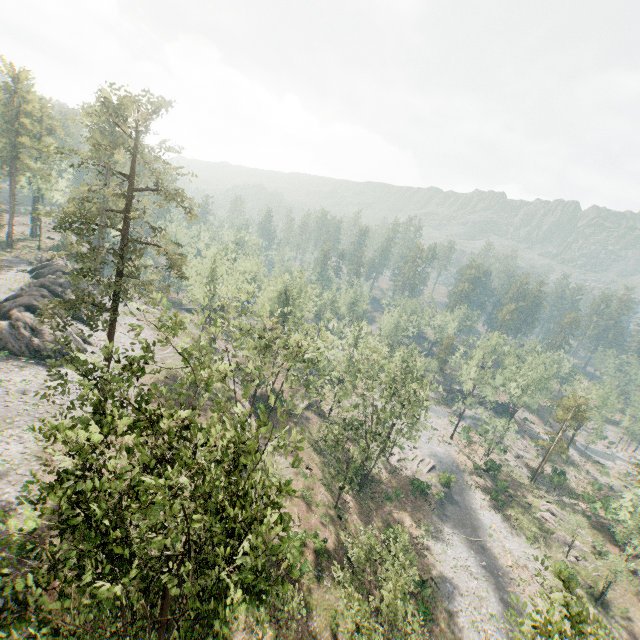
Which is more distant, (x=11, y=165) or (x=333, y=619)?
(x=11, y=165)

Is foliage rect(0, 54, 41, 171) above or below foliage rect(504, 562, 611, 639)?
above

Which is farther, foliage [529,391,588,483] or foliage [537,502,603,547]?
foliage [529,391,588,483]

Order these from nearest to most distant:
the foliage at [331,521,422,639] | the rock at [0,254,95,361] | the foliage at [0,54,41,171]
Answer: the foliage at [331,521,422,639] < the rock at [0,254,95,361] < the foliage at [0,54,41,171]

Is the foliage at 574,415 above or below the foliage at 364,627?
above

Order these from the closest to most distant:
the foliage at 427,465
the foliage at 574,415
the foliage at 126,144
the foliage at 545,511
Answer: the foliage at 126,144, the foliage at 545,511, the foliage at 427,465, the foliage at 574,415

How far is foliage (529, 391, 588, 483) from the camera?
54.19m
